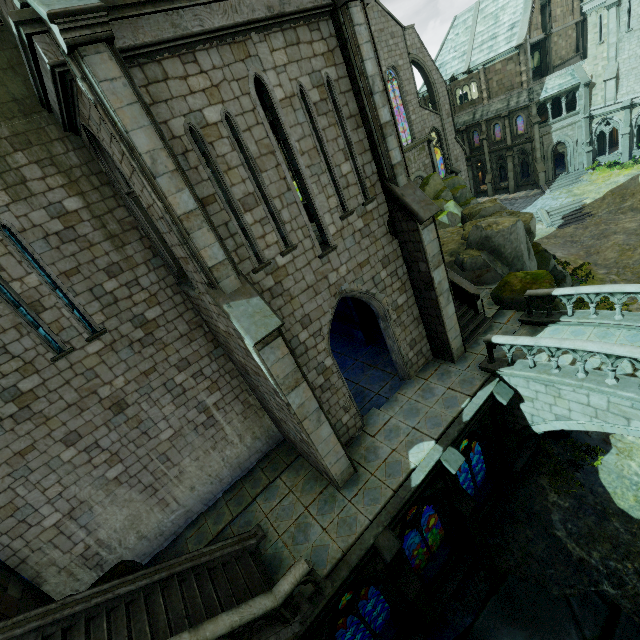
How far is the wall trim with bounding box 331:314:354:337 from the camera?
17.5 meters

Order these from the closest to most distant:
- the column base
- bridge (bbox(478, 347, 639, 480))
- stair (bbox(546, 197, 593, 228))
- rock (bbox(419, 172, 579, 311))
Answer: bridge (bbox(478, 347, 639, 480)) → rock (bbox(419, 172, 579, 311)) → the column base → stair (bbox(546, 197, 593, 228))

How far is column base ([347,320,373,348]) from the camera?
16.0m

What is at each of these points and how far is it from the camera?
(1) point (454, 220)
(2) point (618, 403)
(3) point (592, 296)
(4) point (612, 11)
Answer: (1) rock, 30.00m
(2) bridge, 8.91m
(3) bridge railing, 10.95m
(4) stone column, 28.97m

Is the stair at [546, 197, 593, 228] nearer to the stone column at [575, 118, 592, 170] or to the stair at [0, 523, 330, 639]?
the stone column at [575, 118, 592, 170]

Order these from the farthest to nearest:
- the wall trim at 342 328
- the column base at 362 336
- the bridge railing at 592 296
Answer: the wall trim at 342 328 < the column base at 362 336 < the bridge railing at 592 296

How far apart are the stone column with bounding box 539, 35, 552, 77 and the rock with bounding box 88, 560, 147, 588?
52.8 meters

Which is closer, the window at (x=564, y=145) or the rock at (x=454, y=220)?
the rock at (x=454, y=220)
